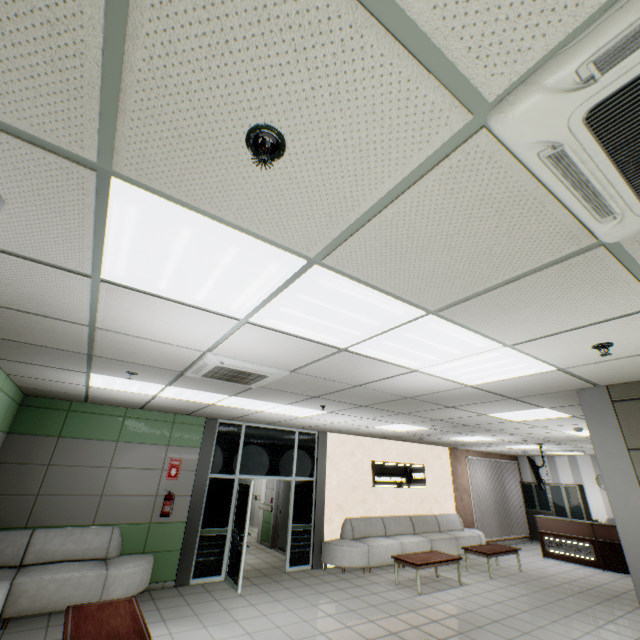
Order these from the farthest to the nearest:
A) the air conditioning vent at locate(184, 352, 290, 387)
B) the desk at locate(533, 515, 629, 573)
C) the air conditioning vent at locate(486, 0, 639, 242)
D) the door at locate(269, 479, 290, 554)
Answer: the door at locate(269, 479, 290, 554) < the desk at locate(533, 515, 629, 573) < the air conditioning vent at locate(184, 352, 290, 387) < the air conditioning vent at locate(486, 0, 639, 242)

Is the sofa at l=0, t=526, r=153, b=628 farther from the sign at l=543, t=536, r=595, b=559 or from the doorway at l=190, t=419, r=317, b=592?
the sign at l=543, t=536, r=595, b=559

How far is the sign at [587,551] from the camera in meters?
9.6 m

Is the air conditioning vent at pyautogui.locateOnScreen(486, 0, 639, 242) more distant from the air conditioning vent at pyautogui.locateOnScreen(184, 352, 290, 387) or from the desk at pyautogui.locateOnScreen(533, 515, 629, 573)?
the desk at pyautogui.locateOnScreen(533, 515, 629, 573)

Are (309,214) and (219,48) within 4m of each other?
yes

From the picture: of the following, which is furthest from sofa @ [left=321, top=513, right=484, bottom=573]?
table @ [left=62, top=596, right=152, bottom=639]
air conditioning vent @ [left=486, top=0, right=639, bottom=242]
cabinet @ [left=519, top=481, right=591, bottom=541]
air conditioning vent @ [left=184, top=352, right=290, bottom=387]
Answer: air conditioning vent @ [left=486, top=0, right=639, bottom=242]

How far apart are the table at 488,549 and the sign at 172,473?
7.8 meters

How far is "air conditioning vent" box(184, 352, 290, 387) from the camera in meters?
3.4
